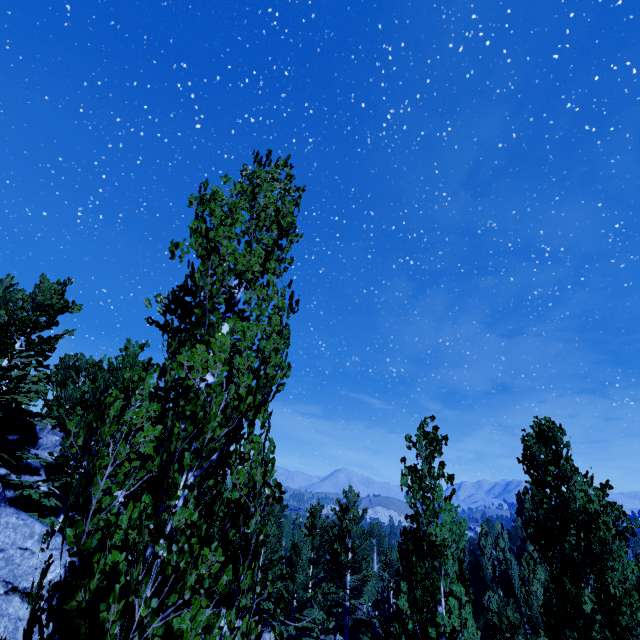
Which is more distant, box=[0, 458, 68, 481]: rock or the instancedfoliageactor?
box=[0, 458, 68, 481]: rock

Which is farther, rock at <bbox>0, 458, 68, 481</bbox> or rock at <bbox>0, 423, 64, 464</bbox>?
rock at <bbox>0, 423, 64, 464</bbox>

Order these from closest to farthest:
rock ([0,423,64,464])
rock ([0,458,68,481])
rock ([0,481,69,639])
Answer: rock ([0,481,69,639])
rock ([0,458,68,481])
rock ([0,423,64,464])

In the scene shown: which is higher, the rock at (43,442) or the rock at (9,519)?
the rock at (43,442)

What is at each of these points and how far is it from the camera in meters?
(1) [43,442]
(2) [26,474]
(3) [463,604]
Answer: (1) rock, 17.5 m
(2) rock, 15.3 m
(3) instancedfoliageactor, 6.3 m

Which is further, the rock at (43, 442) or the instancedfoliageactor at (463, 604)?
the rock at (43, 442)
